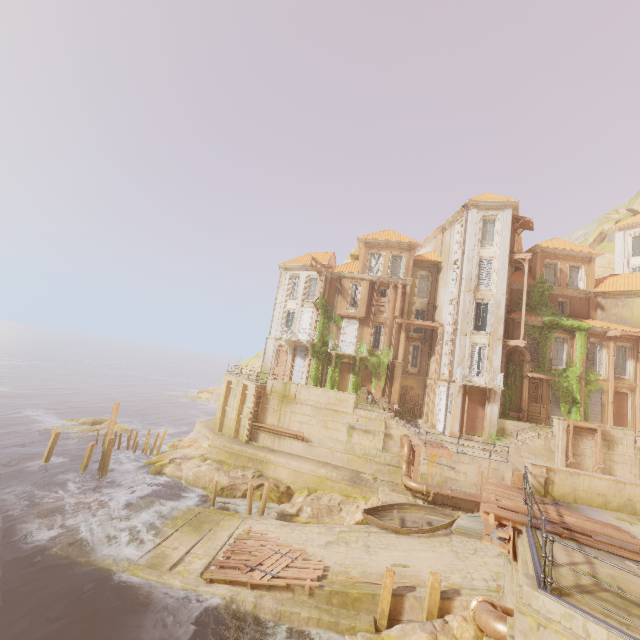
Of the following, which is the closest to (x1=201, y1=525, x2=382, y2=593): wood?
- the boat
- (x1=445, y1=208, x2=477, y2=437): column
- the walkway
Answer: the walkway

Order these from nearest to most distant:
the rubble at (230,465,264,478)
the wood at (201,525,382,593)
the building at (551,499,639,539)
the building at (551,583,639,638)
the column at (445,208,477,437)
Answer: the building at (551,583,639,638), the building at (551,499,639,539), the wood at (201,525,382,593), the rubble at (230,465,264,478), the column at (445,208,477,437)

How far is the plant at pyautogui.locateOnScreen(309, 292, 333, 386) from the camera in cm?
3200

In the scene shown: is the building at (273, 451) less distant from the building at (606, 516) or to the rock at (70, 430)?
the building at (606, 516)

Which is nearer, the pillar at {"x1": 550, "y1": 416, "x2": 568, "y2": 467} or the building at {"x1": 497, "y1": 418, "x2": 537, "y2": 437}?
the pillar at {"x1": 550, "y1": 416, "x2": 568, "y2": 467}

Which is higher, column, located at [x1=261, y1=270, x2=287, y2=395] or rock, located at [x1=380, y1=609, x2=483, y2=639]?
column, located at [x1=261, y1=270, x2=287, y2=395]

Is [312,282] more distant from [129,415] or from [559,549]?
[129,415]

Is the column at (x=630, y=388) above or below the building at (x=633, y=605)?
above
